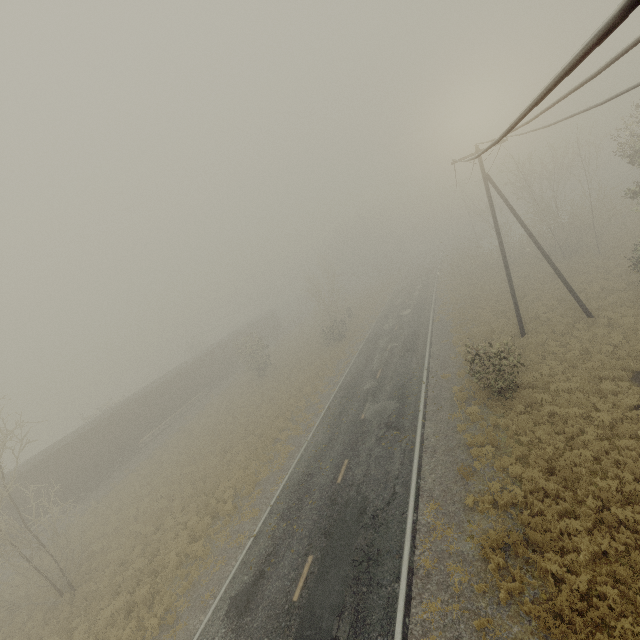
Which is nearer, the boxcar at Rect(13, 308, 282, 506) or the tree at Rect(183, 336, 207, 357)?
the boxcar at Rect(13, 308, 282, 506)

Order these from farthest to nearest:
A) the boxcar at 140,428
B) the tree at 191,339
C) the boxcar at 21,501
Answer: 1. the tree at 191,339
2. the boxcar at 140,428
3. the boxcar at 21,501

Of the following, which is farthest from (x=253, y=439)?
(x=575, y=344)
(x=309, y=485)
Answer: (x=575, y=344)

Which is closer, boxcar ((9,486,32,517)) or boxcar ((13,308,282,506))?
boxcar ((9,486,32,517))

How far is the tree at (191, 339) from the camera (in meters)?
55.66

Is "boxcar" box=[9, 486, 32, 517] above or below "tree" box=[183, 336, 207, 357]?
below

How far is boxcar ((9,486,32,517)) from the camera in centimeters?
2227cm

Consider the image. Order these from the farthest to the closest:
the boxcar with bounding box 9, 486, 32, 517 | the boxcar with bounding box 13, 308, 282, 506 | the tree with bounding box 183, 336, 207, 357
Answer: the tree with bounding box 183, 336, 207, 357 → the boxcar with bounding box 13, 308, 282, 506 → the boxcar with bounding box 9, 486, 32, 517
